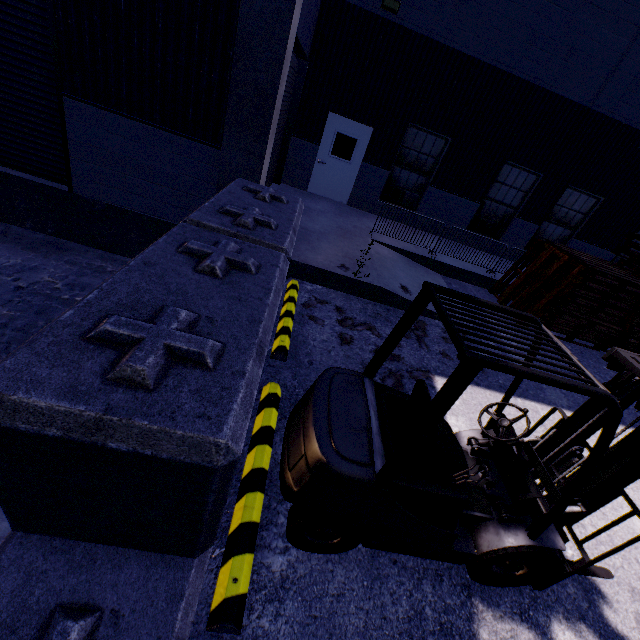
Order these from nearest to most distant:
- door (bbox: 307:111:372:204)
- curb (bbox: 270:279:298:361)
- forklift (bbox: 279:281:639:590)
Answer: forklift (bbox: 279:281:639:590), curb (bbox: 270:279:298:361), door (bbox: 307:111:372:204)

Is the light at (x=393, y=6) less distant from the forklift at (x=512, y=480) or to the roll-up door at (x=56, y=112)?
the roll-up door at (x=56, y=112)

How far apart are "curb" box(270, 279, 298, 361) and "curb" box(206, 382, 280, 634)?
0.6m

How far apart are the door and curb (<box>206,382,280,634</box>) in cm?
917

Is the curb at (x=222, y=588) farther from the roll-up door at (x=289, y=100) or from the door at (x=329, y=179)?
the door at (x=329, y=179)

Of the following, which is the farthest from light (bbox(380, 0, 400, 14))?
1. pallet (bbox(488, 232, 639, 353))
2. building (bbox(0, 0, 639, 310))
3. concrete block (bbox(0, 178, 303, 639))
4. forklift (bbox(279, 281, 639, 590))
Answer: forklift (bbox(279, 281, 639, 590))

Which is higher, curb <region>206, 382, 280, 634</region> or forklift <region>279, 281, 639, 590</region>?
forklift <region>279, 281, 639, 590</region>

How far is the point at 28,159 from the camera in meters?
5.7
